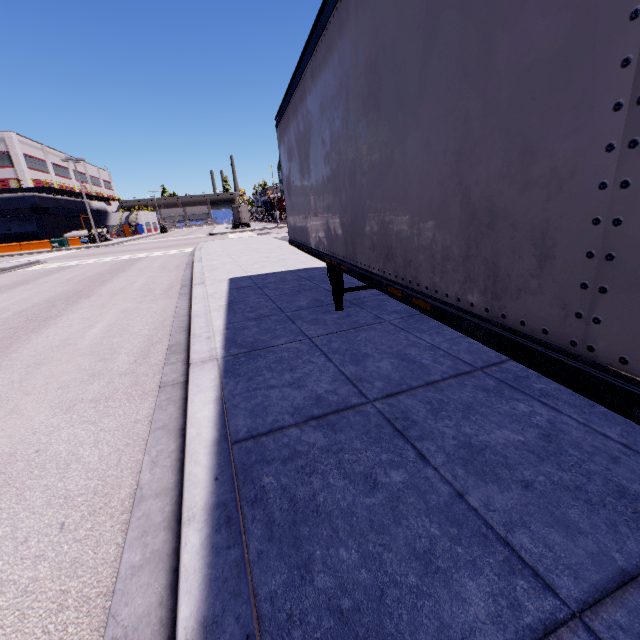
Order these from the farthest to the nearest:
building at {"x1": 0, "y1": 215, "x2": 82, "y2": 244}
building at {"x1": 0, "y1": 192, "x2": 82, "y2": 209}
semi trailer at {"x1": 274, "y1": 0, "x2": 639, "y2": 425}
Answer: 1. building at {"x1": 0, "y1": 215, "x2": 82, "y2": 244}
2. building at {"x1": 0, "y1": 192, "x2": 82, "y2": 209}
3. semi trailer at {"x1": 274, "y1": 0, "x2": 639, "y2": 425}

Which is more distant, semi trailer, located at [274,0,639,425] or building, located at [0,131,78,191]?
building, located at [0,131,78,191]

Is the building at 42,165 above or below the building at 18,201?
above

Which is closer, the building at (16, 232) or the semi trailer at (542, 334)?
the semi trailer at (542, 334)

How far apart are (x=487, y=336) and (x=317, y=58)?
3.97m

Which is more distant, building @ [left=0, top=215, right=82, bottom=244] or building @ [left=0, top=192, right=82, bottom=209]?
building @ [left=0, top=215, right=82, bottom=244]
